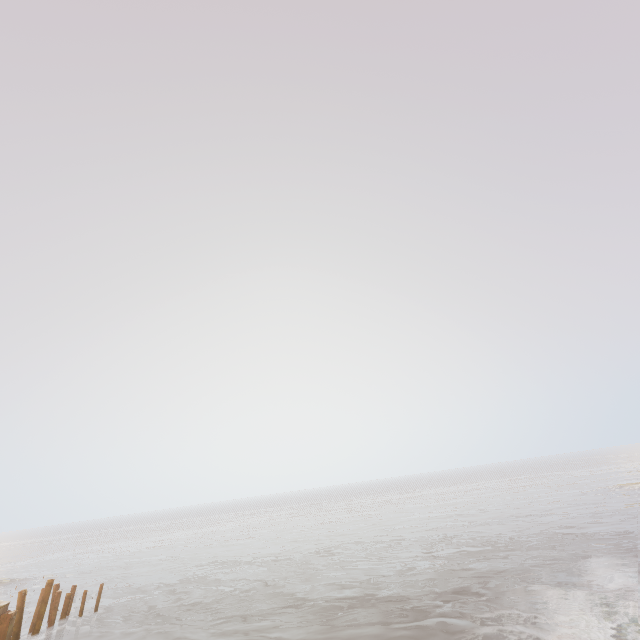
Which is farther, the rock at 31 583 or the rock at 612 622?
the rock at 31 583

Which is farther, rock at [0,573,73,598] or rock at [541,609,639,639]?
rock at [0,573,73,598]

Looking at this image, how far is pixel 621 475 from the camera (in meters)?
59.72
